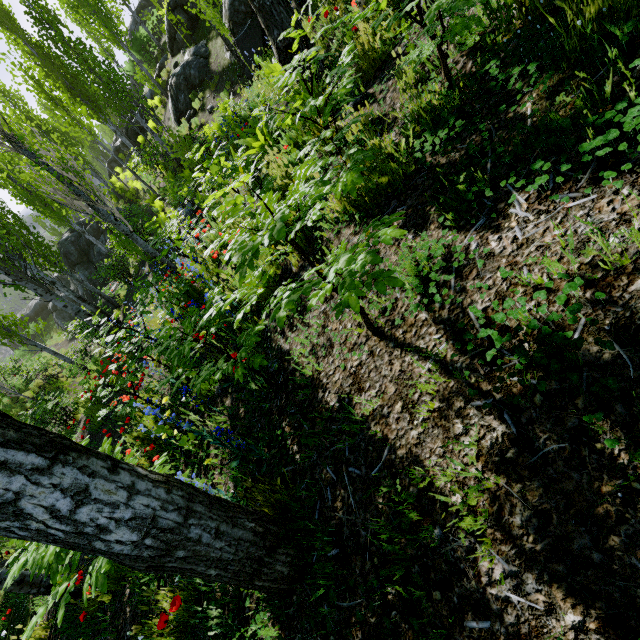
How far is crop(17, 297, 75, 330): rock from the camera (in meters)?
26.77

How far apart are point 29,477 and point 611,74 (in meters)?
2.55

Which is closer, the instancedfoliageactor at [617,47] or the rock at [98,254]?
the instancedfoliageactor at [617,47]

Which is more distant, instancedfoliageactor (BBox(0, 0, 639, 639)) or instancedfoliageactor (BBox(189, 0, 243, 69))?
instancedfoliageactor (BBox(189, 0, 243, 69))

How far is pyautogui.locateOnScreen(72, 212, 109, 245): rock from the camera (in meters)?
21.94

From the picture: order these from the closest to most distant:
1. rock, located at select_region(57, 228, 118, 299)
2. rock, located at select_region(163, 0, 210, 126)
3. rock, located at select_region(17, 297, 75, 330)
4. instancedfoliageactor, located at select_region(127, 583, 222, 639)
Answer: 1. instancedfoliageactor, located at select_region(127, 583, 222, 639)
2. rock, located at select_region(163, 0, 210, 126)
3. rock, located at select_region(57, 228, 118, 299)
4. rock, located at select_region(17, 297, 75, 330)

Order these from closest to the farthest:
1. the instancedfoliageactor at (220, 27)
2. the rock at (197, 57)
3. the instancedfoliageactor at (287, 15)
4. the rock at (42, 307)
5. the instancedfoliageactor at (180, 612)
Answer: the instancedfoliageactor at (287, 15) → the instancedfoliageactor at (180, 612) → the instancedfoliageactor at (220, 27) → the rock at (197, 57) → the rock at (42, 307)

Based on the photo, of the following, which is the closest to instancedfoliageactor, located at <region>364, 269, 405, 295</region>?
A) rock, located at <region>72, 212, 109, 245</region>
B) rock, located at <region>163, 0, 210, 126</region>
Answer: rock, located at <region>163, 0, 210, 126</region>
